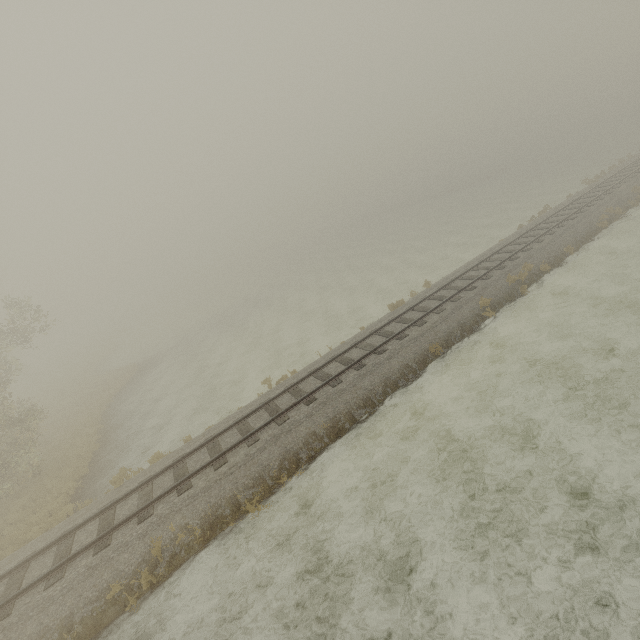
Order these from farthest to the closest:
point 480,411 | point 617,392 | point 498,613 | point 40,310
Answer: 1. point 40,310
2. point 480,411
3. point 617,392
4. point 498,613
